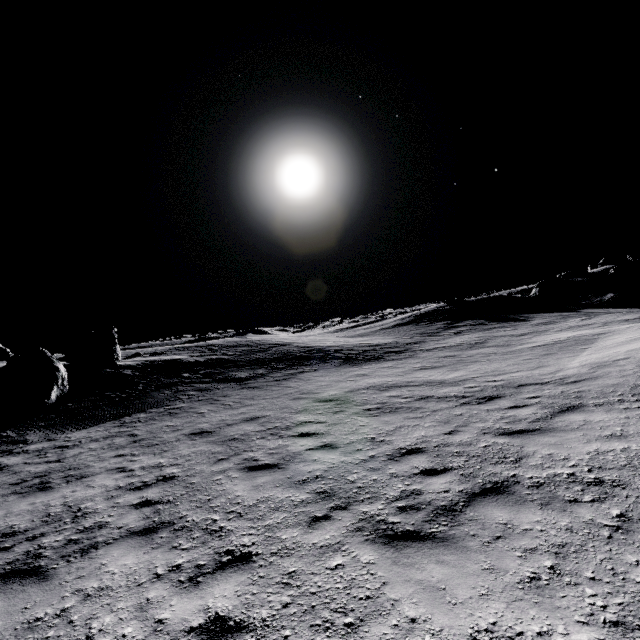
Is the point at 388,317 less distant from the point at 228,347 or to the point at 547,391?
the point at 228,347

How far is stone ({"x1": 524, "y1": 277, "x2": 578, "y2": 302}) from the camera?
37.4m

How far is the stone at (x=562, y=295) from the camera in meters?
37.4
